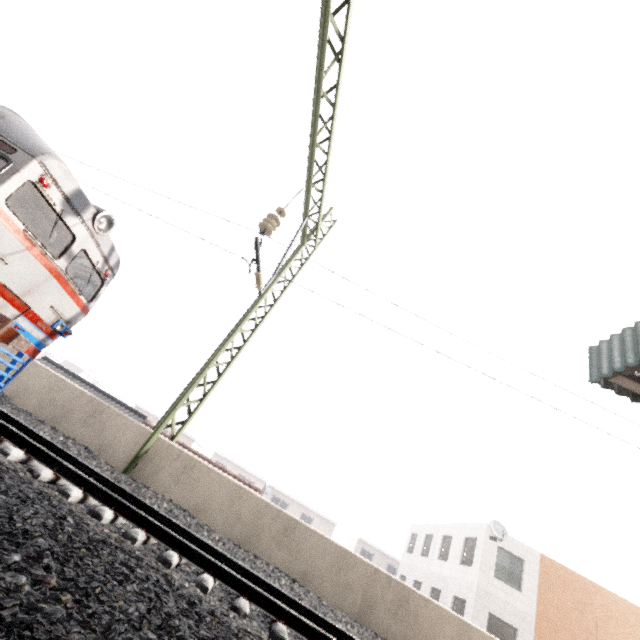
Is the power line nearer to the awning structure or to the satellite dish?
the awning structure

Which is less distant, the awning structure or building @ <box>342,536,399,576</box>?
the awning structure

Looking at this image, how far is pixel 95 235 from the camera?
7.31m

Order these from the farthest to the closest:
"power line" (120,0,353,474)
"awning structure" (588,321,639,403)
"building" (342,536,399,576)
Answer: "building" (342,536,399,576) < "power line" (120,0,353,474) < "awning structure" (588,321,639,403)

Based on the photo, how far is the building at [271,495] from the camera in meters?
38.6 m

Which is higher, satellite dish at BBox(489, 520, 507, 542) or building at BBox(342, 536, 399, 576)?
satellite dish at BBox(489, 520, 507, 542)

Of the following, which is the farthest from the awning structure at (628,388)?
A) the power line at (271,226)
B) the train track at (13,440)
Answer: the power line at (271,226)

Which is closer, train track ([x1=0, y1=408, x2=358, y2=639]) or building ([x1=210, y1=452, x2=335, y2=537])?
train track ([x1=0, y1=408, x2=358, y2=639])
